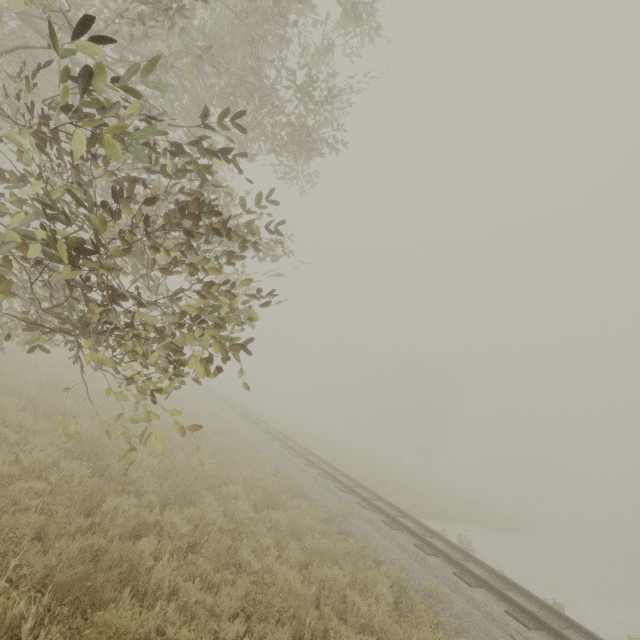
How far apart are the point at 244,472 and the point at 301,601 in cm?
550
